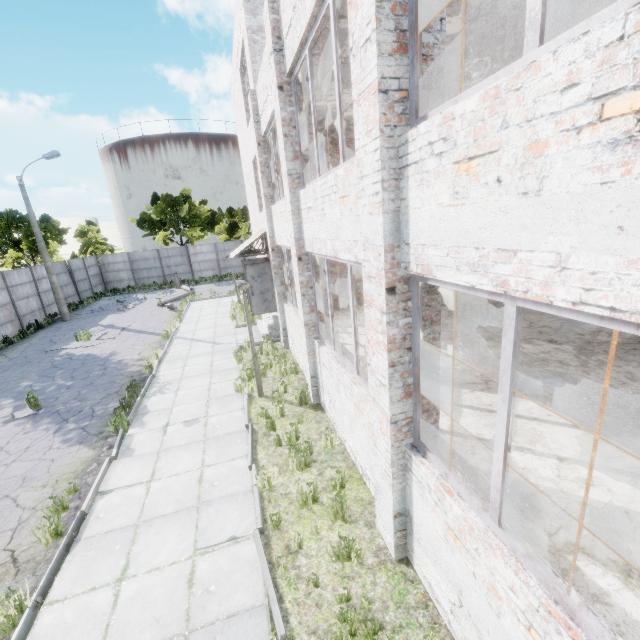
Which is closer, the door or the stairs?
the door

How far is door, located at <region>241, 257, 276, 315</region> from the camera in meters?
13.2

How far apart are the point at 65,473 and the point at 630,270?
9.6m

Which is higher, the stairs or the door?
the door

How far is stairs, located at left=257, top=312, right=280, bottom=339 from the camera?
14.0m

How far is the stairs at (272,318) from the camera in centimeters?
1399cm

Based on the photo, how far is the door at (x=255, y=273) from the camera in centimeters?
1319cm
